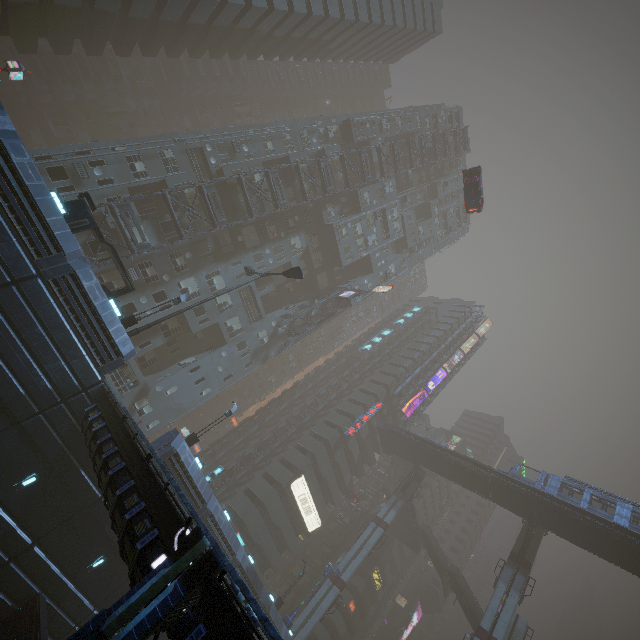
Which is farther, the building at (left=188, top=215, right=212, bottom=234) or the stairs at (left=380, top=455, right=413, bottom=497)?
the stairs at (left=380, top=455, right=413, bottom=497)

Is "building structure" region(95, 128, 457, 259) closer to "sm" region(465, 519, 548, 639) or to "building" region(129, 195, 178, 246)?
"building" region(129, 195, 178, 246)

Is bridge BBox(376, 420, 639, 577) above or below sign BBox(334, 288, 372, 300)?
above

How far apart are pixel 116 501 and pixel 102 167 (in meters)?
28.27

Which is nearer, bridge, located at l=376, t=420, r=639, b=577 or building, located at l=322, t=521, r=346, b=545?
bridge, located at l=376, t=420, r=639, b=577

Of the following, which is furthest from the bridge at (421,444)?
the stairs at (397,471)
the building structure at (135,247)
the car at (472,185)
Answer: the building structure at (135,247)

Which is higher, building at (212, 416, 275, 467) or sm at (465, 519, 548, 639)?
sm at (465, 519, 548, 639)

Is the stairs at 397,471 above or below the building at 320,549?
above
